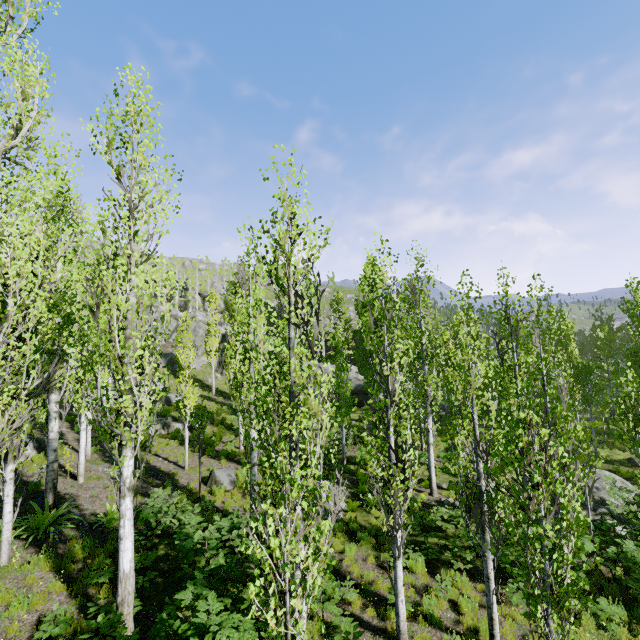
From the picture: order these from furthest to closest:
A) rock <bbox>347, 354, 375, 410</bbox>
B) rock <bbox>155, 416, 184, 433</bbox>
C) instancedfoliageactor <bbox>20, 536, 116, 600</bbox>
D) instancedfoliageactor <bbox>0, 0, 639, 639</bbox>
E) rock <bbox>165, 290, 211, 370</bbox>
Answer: rock <bbox>165, 290, 211, 370</bbox>, rock <bbox>347, 354, 375, 410</bbox>, rock <bbox>155, 416, 184, 433</bbox>, instancedfoliageactor <bbox>20, 536, 116, 600</bbox>, instancedfoliageactor <bbox>0, 0, 639, 639</bbox>

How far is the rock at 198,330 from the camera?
40.6 meters

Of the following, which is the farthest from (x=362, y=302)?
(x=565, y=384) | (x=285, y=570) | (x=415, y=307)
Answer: (x=285, y=570)

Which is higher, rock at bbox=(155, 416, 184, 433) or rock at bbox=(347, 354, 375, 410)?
rock at bbox=(347, 354, 375, 410)

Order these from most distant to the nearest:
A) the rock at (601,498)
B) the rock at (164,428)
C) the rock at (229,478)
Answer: the rock at (164,428), the rock at (229,478), the rock at (601,498)

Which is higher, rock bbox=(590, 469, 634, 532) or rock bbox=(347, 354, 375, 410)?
rock bbox=(347, 354, 375, 410)

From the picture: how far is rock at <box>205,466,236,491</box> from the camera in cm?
1435

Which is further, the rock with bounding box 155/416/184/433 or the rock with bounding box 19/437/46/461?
the rock with bounding box 155/416/184/433
